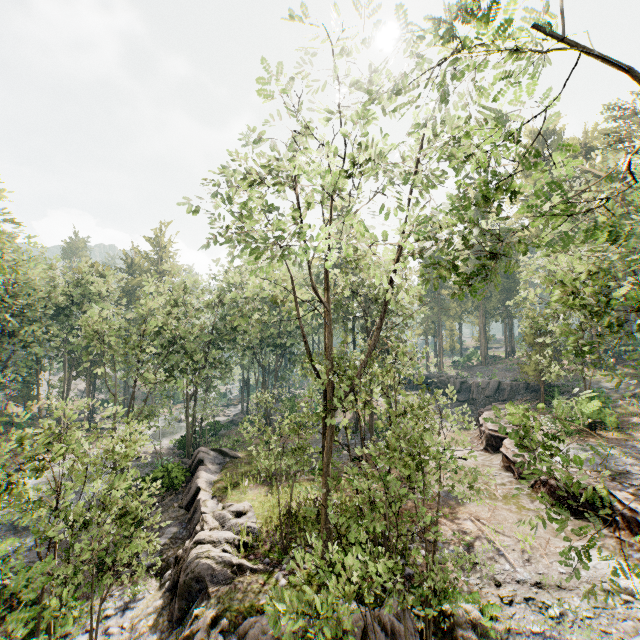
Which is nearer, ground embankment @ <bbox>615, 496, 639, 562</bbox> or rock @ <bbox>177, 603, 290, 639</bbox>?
rock @ <bbox>177, 603, 290, 639</bbox>

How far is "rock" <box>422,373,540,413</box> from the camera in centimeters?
3903cm

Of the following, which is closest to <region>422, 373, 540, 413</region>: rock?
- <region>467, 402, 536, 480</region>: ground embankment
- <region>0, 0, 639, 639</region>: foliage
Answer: <region>467, 402, 536, 480</region>: ground embankment

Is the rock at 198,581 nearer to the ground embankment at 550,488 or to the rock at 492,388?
the ground embankment at 550,488

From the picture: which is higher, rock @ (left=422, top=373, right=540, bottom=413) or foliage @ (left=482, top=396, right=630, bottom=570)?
foliage @ (left=482, top=396, right=630, bottom=570)

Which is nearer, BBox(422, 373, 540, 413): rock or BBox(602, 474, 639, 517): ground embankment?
BBox(602, 474, 639, 517): ground embankment

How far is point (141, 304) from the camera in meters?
24.5 m

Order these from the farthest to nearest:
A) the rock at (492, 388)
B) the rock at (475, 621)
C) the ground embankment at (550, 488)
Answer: the rock at (492, 388)
the ground embankment at (550, 488)
the rock at (475, 621)
